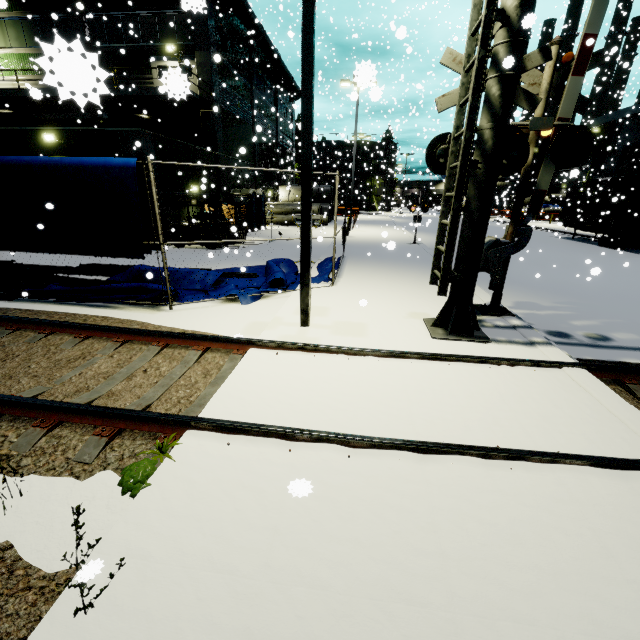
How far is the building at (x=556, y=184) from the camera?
17.3 meters

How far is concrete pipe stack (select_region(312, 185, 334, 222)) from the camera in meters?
33.2 m

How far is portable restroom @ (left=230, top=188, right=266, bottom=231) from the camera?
22.8 meters

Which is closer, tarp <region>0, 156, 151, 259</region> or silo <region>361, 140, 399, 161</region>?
tarp <region>0, 156, 151, 259</region>

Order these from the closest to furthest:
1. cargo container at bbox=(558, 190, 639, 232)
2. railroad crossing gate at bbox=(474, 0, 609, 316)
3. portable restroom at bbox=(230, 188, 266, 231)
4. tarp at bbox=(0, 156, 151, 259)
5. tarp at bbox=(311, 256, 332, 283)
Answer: railroad crossing gate at bbox=(474, 0, 609, 316) < tarp at bbox=(0, 156, 151, 259) < tarp at bbox=(311, 256, 332, 283) < cargo container at bbox=(558, 190, 639, 232) < portable restroom at bbox=(230, 188, 266, 231)

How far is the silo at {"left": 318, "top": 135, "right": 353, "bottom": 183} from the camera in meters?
48.2

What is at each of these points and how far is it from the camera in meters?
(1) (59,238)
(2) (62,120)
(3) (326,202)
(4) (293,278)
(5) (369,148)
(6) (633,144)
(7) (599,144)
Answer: (1) tarp, 7.1 m
(2) pipe, 19.5 m
(3) concrete pipe stack, 34.0 m
(4) tarp, 10.3 m
(5) silo, 58.2 m
(6) building, 29.1 m
(7) tree, 32.4 m

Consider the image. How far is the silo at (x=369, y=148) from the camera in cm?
3130
